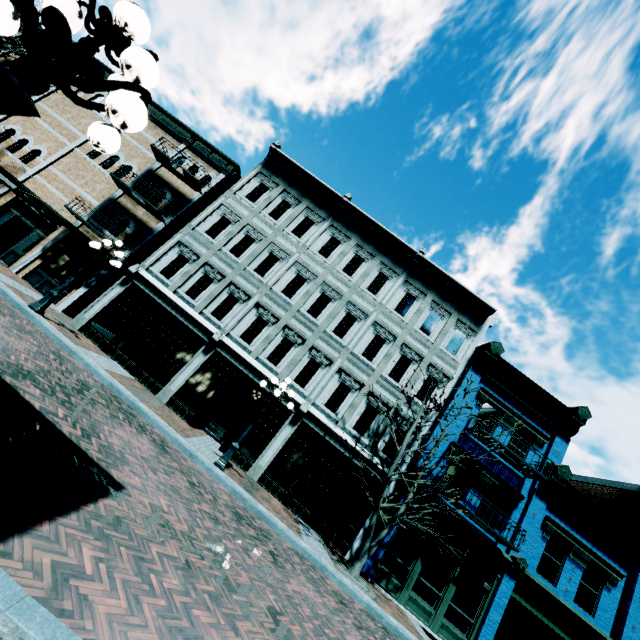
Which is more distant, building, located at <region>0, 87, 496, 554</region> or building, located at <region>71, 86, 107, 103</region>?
building, located at <region>71, 86, 107, 103</region>

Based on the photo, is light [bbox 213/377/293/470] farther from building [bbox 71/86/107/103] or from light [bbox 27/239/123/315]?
building [bbox 71/86/107/103]

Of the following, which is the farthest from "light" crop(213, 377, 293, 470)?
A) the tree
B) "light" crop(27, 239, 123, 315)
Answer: "light" crop(27, 239, 123, 315)

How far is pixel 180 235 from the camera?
15.9m

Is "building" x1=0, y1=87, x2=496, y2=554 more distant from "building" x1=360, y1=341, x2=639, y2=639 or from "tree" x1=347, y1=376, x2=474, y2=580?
"tree" x1=347, y1=376, x2=474, y2=580

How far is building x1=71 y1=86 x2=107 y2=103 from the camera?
18.98m

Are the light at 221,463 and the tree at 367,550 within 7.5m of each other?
yes

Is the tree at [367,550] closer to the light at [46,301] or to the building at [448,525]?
the building at [448,525]
